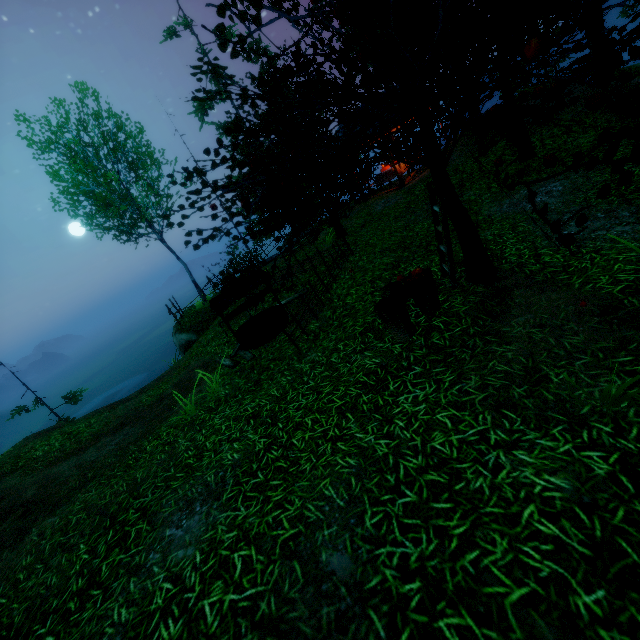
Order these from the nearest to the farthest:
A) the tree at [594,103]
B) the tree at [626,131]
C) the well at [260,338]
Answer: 1. the tree at [626,131]
2. the tree at [594,103]
3. the well at [260,338]

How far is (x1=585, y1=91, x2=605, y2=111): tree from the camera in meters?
2.7

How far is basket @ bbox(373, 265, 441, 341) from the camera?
4.9 meters

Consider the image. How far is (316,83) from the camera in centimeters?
408cm

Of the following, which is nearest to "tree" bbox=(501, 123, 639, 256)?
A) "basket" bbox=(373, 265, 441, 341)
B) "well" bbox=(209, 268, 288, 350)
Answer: "basket" bbox=(373, 265, 441, 341)

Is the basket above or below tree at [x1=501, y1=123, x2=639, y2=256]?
below

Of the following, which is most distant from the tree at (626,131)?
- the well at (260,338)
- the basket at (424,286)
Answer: the well at (260,338)

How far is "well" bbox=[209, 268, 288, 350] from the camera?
8.4m
